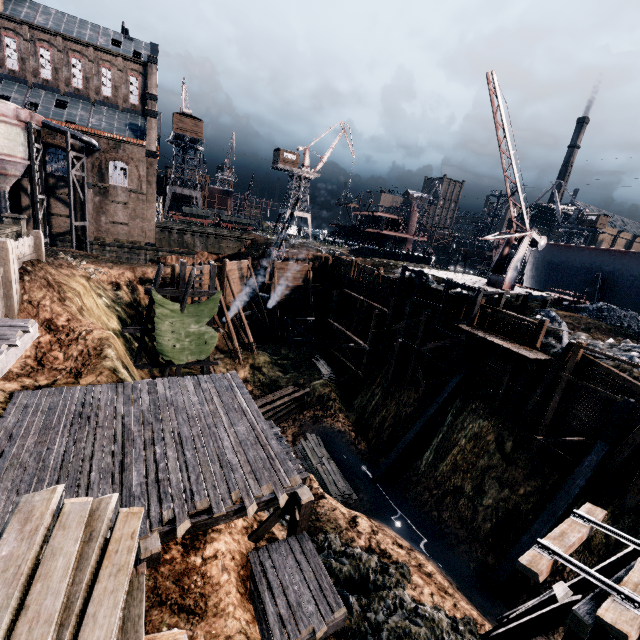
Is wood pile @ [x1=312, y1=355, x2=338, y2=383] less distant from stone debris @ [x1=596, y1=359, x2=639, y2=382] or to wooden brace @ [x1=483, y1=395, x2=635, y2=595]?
stone debris @ [x1=596, y1=359, x2=639, y2=382]

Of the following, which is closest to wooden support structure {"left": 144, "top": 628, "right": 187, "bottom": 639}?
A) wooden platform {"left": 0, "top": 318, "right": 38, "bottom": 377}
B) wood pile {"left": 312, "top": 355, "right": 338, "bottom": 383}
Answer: wooden platform {"left": 0, "top": 318, "right": 38, "bottom": 377}

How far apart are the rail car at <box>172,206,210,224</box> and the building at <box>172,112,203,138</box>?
12.8 meters

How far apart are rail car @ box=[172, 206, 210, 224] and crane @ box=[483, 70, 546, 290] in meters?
49.4

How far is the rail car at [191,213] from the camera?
56.50m

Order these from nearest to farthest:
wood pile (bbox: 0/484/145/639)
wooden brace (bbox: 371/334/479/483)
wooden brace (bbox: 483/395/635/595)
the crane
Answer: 1. wood pile (bbox: 0/484/145/639)
2. wooden brace (bbox: 483/395/635/595)
3. the crane
4. wooden brace (bbox: 371/334/479/483)

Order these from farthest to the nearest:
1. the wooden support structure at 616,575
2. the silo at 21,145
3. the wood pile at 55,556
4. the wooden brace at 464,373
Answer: the silo at 21,145 < the wooden brace at 464,373 < the wooden support structure at 616,575 < the wood pile at 55,556

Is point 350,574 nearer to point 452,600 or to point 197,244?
point 452,600
